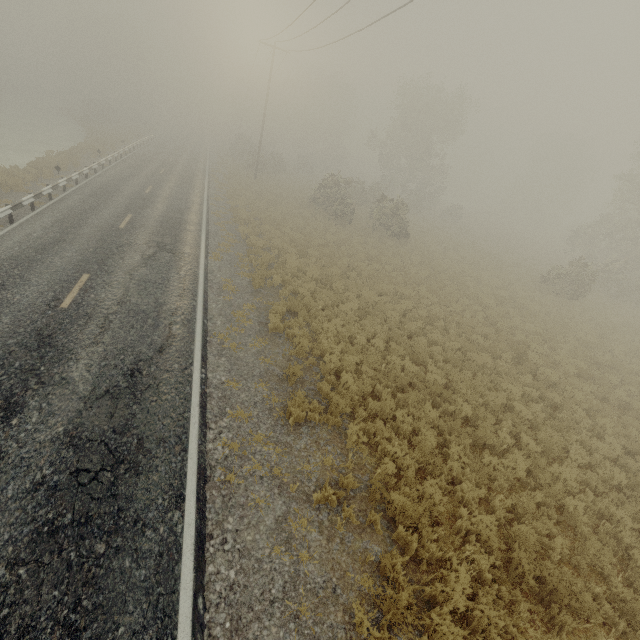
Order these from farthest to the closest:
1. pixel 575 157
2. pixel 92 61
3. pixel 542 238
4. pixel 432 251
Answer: pixel 92 61 → pixel 575 157 → pixel 542 238 → pixel 432 251
